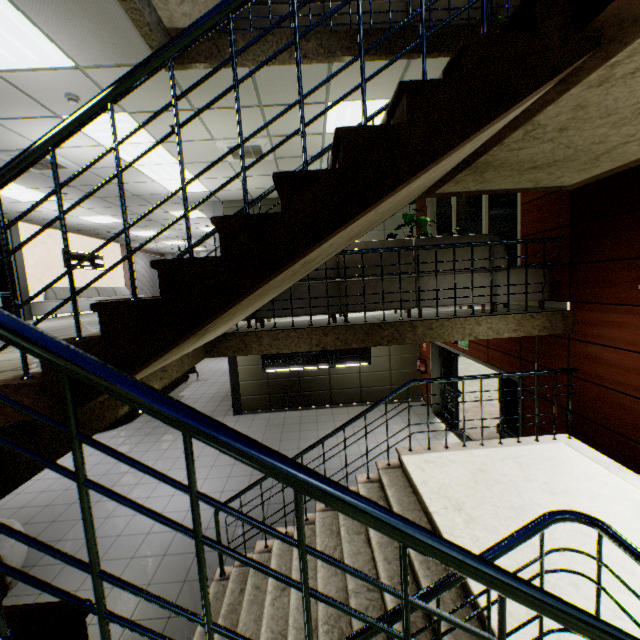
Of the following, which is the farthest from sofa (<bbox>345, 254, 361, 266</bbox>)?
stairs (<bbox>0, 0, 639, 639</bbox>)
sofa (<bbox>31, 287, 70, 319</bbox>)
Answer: sofa (<bbox>31, 287, 70, 319</bbox>)

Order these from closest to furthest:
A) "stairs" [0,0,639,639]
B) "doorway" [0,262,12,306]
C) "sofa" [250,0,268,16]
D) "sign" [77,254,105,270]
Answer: "stairs" [0,0,639,639]
"sofa" [250,0,268,16]
"doorway" [0,262,12,306]
"sign" [77,254,105,270]

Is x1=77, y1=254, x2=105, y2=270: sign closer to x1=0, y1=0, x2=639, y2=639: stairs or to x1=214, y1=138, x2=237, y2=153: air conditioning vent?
x1=214, y1=138, x2=237, y2=153: air conditioning vent

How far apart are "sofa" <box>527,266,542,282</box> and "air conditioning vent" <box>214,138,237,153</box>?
2.75m

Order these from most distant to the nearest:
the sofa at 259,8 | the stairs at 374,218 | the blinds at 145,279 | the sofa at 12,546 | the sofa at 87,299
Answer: the blinds at 145,279 → the sofa at 87,299 → the sofa at 12,546 → the sofa at 259,8 → the stairs at 374,218

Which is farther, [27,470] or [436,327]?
[436,327]

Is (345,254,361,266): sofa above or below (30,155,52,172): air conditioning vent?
below

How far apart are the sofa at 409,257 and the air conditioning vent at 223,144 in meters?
2.7 m
